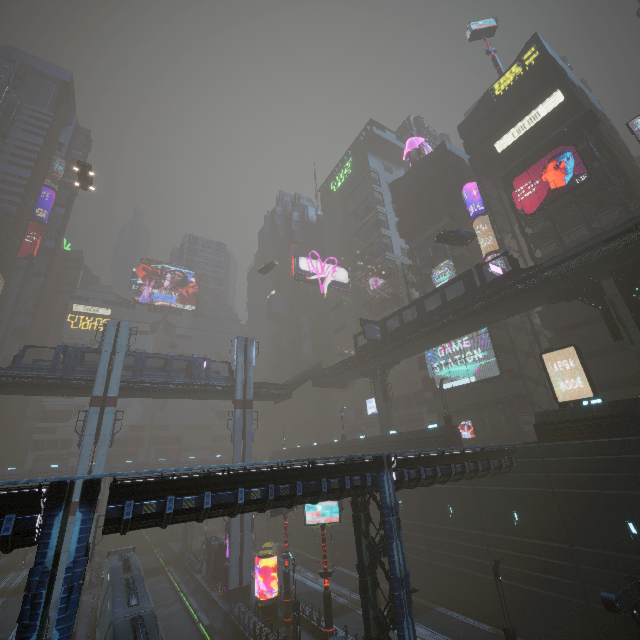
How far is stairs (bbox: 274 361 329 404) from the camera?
44.0m

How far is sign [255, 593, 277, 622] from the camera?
26.5 meters

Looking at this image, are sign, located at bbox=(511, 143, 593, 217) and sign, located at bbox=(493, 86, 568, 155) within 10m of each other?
yes

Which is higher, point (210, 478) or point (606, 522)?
point (210, 478)

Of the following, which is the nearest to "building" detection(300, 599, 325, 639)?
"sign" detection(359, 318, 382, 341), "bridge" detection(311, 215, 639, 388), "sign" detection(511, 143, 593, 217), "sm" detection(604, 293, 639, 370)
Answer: "sm" detection(604, 293, 639, 370)

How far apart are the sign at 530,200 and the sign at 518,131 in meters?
5.6 m

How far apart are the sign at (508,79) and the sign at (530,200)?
13.54m

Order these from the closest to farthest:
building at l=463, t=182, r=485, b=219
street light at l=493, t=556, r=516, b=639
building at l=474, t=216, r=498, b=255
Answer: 1. street light at l=493, t=556, r=516, b=639
2. building at l=474, t=216, r=498, b=255
3. building at l=463, t=182, r=485, b=219
